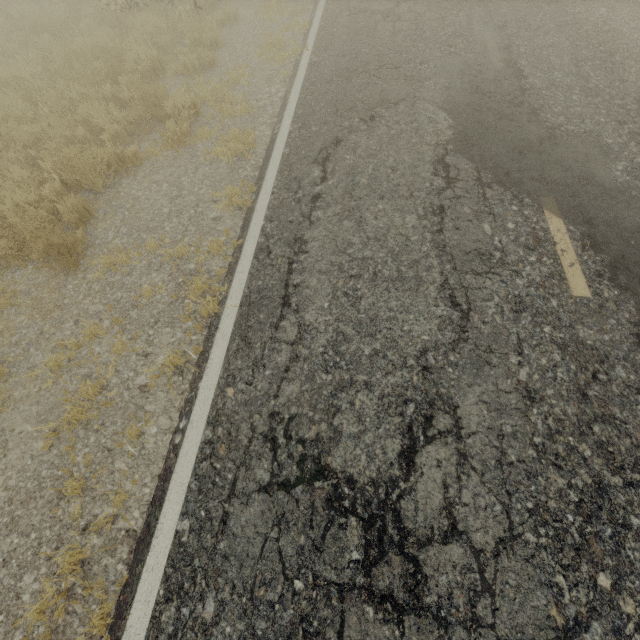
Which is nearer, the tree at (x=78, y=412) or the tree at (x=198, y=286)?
the tree at (x=78, y=412)

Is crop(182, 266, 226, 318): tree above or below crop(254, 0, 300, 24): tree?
above

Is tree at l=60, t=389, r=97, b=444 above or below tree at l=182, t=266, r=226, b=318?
below

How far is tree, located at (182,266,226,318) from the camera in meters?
3.6

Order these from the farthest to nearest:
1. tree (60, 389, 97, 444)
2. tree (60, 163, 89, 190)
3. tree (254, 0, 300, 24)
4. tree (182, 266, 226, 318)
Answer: tree (254, 0, 300, 24) < tree (60, 163, 89, 190) < tree (182, 266, 226, 318) < tree (60, 389, 97, 444)

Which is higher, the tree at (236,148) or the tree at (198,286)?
the tree at (198,286)

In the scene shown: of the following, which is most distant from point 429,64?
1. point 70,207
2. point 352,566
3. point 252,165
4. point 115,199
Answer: point 352,566
